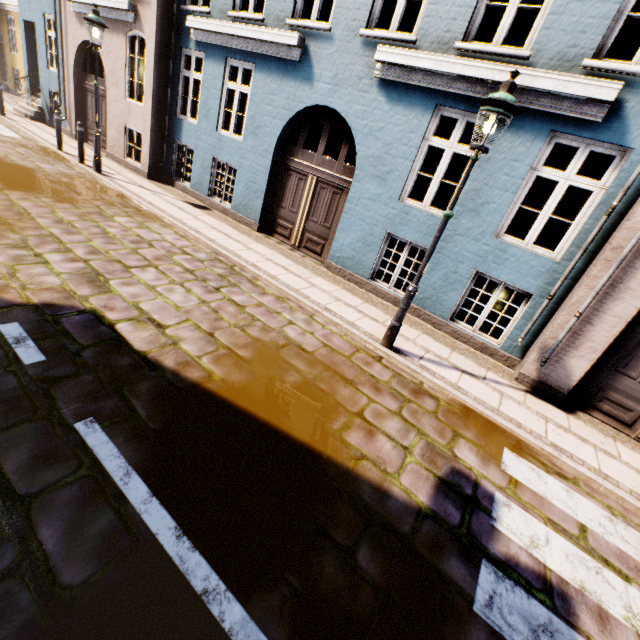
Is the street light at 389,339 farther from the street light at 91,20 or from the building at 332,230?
the street light at 91,20

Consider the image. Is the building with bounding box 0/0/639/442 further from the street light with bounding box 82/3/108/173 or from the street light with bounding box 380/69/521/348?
the street light with bounding box 380/69/521/348

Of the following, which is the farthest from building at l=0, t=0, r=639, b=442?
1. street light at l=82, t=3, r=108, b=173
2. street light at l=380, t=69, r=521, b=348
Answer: street light at l=380, t=69, r=521, b=348

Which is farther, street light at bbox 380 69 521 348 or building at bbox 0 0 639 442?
building at bbox 0 0 639 442

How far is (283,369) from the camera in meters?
4.2

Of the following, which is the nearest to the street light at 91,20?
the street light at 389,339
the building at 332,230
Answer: the building at 332,230
